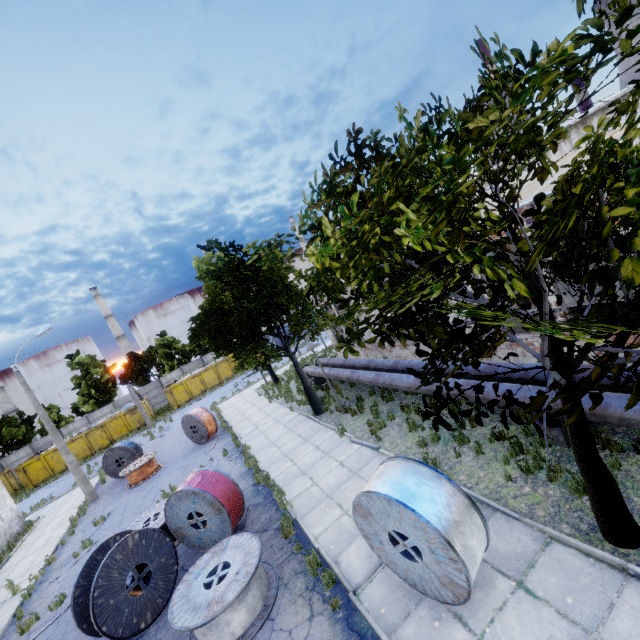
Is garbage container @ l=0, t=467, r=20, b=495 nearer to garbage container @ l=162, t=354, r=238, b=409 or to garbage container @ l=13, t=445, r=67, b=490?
garbage container @ l=13, t=445, r=67, b=490

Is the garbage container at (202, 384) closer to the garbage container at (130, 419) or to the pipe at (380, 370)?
the garbage container at (130, 419)

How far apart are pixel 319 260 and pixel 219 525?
8.7 meters

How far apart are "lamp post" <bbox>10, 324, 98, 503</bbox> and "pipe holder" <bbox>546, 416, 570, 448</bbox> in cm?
2249

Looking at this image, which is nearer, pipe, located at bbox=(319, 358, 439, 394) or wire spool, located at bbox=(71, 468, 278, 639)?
wire spool, located at bbox=(71, 468, 278, 639)

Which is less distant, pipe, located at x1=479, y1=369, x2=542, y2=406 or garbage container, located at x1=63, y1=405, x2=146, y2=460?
pipe, located at x1=479, y1=369, x2=542, y2=406

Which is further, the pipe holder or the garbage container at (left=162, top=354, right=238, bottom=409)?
the garbage container at (left=162, top=354, right=238, bottom=409)

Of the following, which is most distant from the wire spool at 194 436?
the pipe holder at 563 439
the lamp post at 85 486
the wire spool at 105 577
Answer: the pipe holder at 563 439
